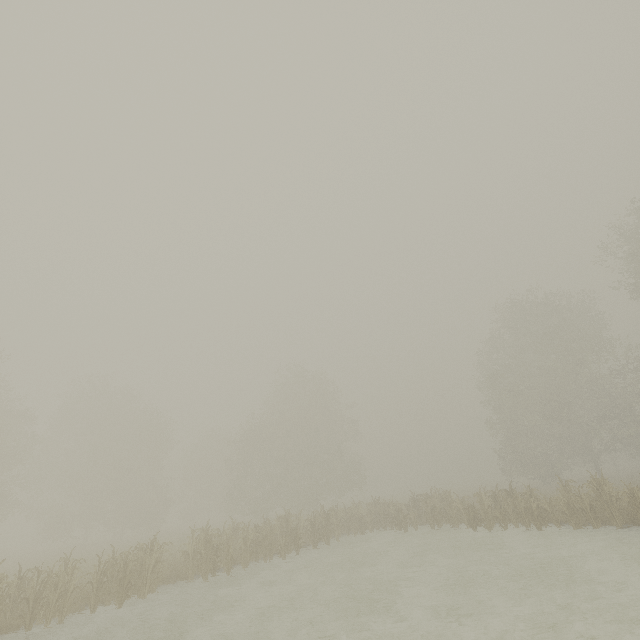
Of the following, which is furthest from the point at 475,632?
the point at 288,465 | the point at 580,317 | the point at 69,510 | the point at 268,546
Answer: the point at 69,510
